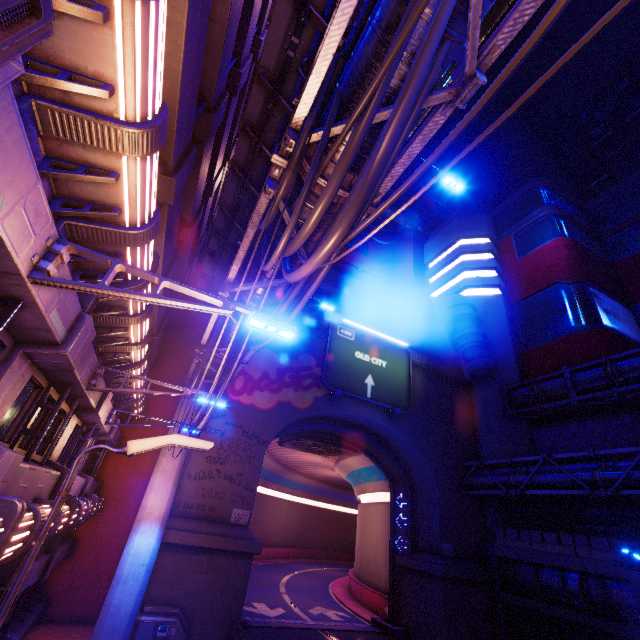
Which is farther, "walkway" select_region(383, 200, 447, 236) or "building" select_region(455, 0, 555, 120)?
Result: "building" select_region(455, 0, 555, 120)

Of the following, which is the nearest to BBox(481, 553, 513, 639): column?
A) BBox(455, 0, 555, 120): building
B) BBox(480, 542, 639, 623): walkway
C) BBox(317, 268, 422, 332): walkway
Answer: BBox(480, 542, 639, 623): walkway

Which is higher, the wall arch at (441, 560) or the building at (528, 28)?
the building at (528, 28)

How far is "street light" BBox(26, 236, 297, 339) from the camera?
3.7m

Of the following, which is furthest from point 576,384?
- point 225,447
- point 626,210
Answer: point 225,447

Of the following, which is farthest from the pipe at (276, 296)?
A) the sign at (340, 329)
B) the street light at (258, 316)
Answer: the sign at (340, 329)

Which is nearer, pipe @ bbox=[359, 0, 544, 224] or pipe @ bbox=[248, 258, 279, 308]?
pipe @ bbox=[359, 0, 544, 224]

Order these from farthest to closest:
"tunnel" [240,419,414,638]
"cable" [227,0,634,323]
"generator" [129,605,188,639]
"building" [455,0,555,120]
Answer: "building" [455,0,555,120] < "tunnel" [240,419,414,638] < "generator" [129,605,188,639] < "cable" [227,0,634,323]
